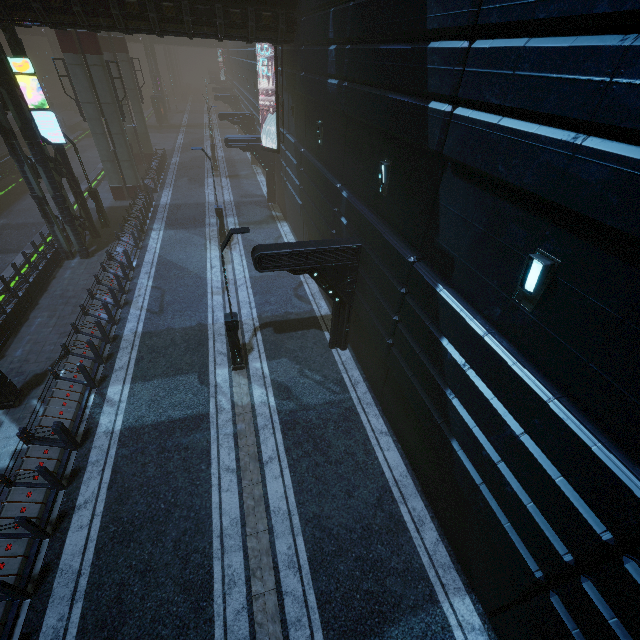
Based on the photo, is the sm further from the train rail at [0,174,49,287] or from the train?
the train

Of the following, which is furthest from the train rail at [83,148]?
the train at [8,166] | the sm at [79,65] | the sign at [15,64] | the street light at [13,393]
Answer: the sign at [15,64]

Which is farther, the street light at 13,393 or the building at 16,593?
the street light at 13,393

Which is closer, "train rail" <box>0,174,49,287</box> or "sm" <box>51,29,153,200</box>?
"train rail" <box>0,174,49,287</box>

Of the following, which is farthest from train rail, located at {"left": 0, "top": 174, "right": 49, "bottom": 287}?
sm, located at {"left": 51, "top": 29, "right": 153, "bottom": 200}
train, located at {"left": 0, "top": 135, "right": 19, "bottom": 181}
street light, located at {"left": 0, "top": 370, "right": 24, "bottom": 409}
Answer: street light, located at {"left": 0, "top": 370, "right": 24, "bottom": 409}

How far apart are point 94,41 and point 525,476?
30.1 meters

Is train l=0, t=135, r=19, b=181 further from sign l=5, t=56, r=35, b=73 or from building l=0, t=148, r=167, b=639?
sign l=5, t=56, r=35, b=73
